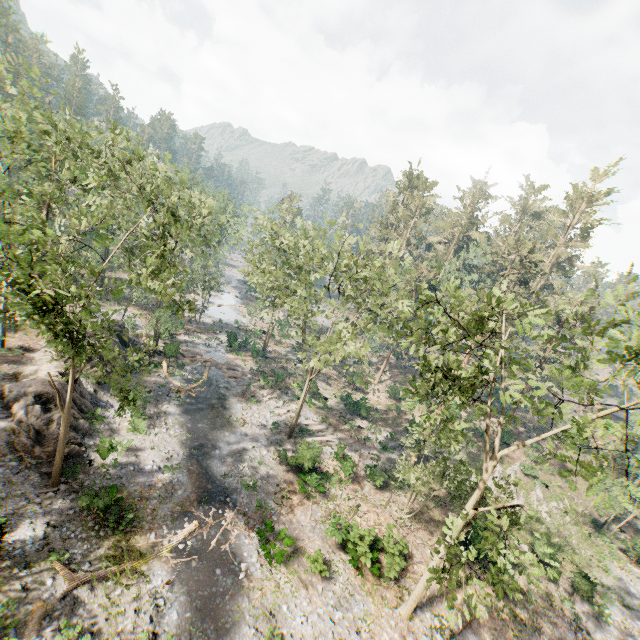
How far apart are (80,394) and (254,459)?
13.79m

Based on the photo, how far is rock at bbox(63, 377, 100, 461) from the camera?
19.99m

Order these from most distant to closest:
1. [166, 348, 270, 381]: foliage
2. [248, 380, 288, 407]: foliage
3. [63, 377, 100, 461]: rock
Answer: [166, 348, 270, 381]: foliage < [248, 380, 288, 407]: foliage < [63, 377, 100, 461]: rock

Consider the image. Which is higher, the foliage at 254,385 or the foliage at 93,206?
the foliage at 93,206

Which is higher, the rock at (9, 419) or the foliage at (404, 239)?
the foliage at (404, 239)

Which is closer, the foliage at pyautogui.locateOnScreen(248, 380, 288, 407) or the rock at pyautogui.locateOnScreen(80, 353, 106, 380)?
the rock at pyautogui.locateOnScreen(80, 353, 106, 380)
